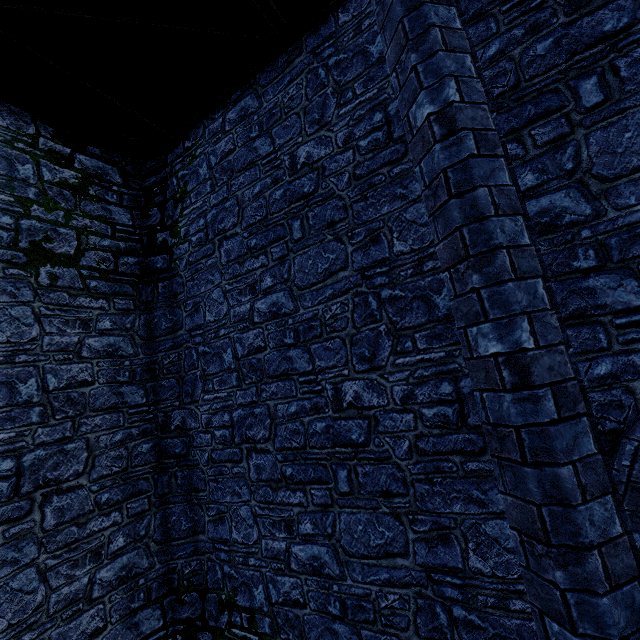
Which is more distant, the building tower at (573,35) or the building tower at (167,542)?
the building tower at (167,542)

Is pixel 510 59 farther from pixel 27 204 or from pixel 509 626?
pixel 27 204

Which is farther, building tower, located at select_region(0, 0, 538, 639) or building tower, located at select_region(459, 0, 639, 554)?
building tower, located at select_region(0, 0, 538, 639)
